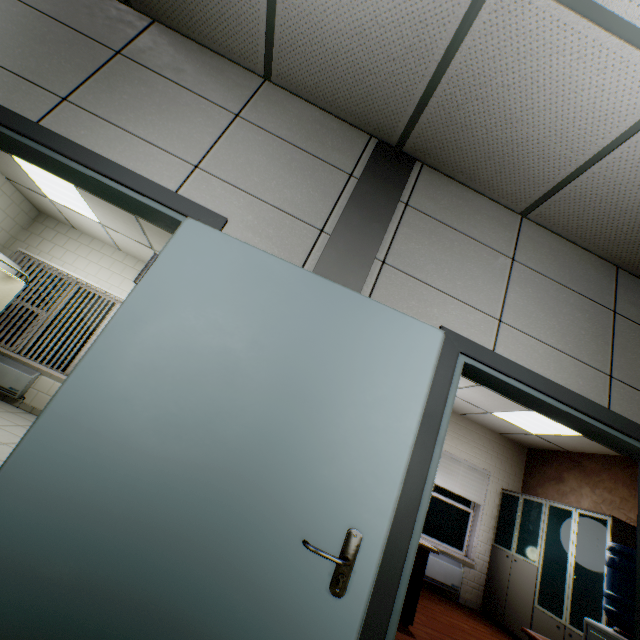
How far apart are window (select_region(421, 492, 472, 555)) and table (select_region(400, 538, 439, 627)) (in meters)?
2.72

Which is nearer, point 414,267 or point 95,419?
point 95,419

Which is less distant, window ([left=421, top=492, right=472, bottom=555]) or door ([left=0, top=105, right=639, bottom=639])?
door ([left=0, top=105, right=639, bottom=639])

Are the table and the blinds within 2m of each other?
no

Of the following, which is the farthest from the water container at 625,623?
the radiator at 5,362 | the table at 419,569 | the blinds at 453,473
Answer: → the radiator at 5,362

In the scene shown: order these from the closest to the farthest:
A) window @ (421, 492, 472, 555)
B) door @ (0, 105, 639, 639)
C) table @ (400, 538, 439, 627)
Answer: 1. door @ (0, 105, 639, 639)
2. table @ (400, 538, 439, 627)
3. window @ (421, 492, 472, 555)

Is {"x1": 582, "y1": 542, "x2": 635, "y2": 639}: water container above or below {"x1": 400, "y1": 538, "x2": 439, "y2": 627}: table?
above

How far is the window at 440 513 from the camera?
6.4 meters
